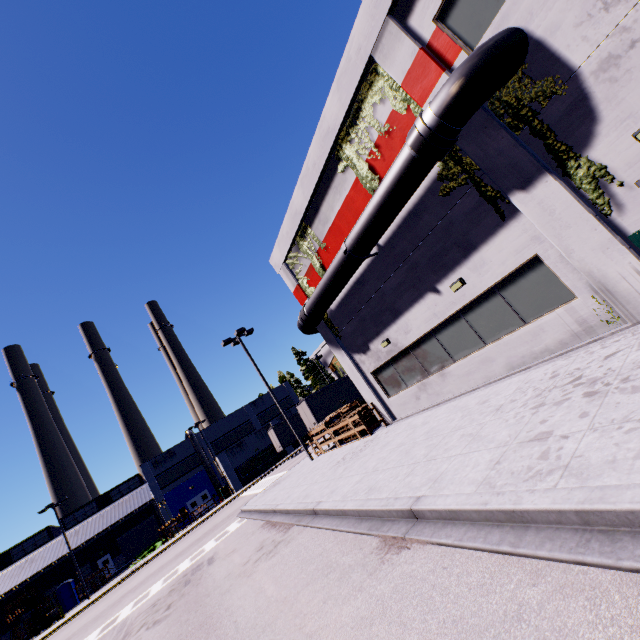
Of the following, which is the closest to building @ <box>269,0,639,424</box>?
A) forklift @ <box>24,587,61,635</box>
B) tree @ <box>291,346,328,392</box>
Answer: tree @ <box>291,346,328,392</box>

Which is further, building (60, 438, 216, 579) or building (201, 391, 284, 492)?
building (60, 438, 216, 579)

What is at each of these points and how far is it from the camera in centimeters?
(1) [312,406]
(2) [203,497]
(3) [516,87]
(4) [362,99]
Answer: (1) semi trailer, 2759cm
(2) door, 4491cm
(3) tree, 736cm
(4) tree, 1049cm

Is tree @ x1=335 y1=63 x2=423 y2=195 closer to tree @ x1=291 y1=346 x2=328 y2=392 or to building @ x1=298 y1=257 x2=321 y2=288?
building @ x1=298 y1=257 x2=321 y2=288

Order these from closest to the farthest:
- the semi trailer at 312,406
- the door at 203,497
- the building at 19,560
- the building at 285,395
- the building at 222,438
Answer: the semi trailer at 312,406 < the building at 19,560 < the building at 222,438 < the door at 203,497 < the building at 285,395

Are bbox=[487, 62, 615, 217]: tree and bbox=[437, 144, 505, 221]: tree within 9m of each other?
yes

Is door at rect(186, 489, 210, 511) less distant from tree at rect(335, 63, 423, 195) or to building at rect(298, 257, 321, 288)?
building at rect(298, 257, 321, 288)

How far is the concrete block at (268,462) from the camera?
40.8m
